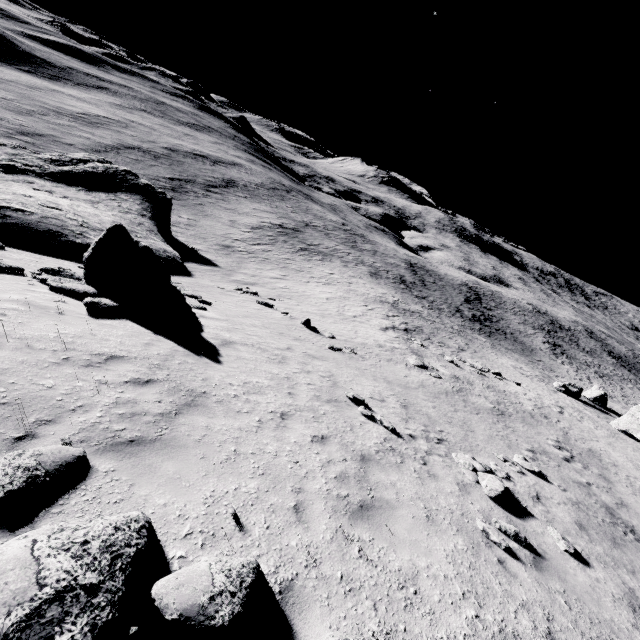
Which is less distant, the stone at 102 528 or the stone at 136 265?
the stone at 102 528

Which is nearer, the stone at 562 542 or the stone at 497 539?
the stone at 497 539

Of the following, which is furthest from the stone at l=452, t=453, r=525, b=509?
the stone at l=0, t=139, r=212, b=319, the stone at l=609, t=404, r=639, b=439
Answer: the stone at l=609, t=404, r=639, b=439

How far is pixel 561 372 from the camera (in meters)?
55.44

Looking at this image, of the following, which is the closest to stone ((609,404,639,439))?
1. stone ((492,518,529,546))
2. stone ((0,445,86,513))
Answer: stone ((492,518,529,546))

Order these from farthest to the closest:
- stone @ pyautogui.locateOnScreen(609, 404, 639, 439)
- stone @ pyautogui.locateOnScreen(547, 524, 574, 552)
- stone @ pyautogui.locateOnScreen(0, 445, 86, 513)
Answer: stone @ pyautogui.locateOnScreen(609, 404, 639, 439)
stone @ pyautogui.locateOnScreen(547, 524, 574, 552)
stone @ pyautogui.locateOnScreen(0, 445, 86, 513)

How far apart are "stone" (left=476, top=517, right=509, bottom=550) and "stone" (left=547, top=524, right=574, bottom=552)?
2.3 meters

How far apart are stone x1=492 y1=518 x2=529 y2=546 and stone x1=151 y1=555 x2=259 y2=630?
6.0 meters
